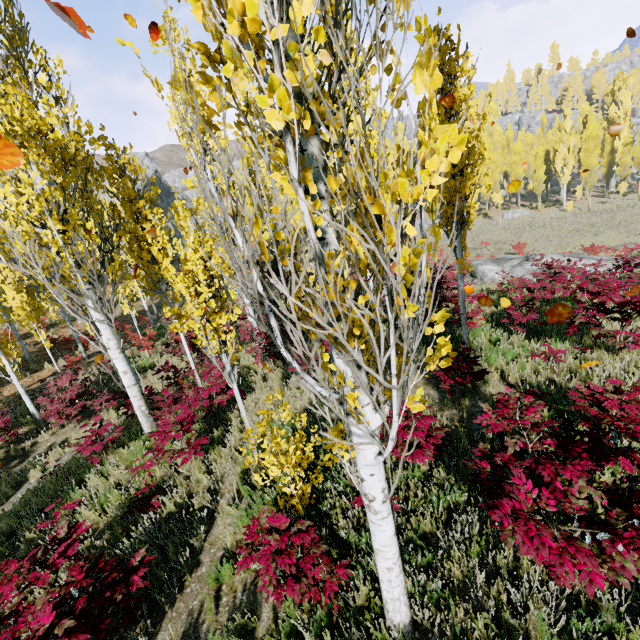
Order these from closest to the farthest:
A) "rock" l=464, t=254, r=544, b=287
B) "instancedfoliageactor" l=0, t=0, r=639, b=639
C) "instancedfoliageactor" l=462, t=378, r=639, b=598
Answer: "instancedfoliageactor" l=0, t=0, r=639, b=639 → "instancedfoliageactor" l=462, t=378, r=639, b=598 → "rock" l=464, t=254, r=544, b=287

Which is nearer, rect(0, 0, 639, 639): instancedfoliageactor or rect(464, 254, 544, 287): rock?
rect(0, 0, 639, 639): instancedfoliageactor

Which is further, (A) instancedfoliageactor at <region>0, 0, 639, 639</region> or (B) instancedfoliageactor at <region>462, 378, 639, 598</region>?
(B) instancedfoliageactor at <region>462, 378, 639, 598</region>

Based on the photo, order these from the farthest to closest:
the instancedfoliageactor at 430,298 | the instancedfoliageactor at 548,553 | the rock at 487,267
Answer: the rock at 487,267, the instancedfoliageactor at 548,553, the instancedfoliageactor at 430,298

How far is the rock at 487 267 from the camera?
15.3 meters

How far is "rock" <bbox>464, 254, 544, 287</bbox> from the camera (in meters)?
15.29

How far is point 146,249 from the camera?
8.4m
